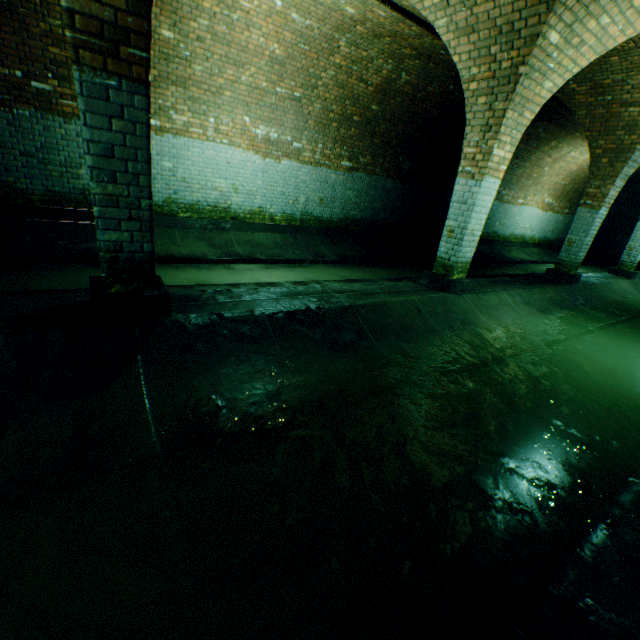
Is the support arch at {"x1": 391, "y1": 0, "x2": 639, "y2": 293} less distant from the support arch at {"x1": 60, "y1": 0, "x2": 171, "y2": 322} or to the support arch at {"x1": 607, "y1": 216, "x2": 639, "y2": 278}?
the support arch at {"x1": 60, "y1": 0, "x2": 171, "y2": 322}

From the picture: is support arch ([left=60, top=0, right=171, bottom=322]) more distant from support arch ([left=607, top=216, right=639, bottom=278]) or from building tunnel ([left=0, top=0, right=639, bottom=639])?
support arch ([left=607, top=216, right=639, bottom=278])

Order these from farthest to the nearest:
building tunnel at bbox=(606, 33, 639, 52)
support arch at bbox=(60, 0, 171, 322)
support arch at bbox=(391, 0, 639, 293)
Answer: building tunnel at bbox=(606, 33, 639, 52) → support arch at bbox=(391, 0, 639, 293) → support arch at bbox=(60, 0, 171, 322)

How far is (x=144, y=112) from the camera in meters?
2.5 m

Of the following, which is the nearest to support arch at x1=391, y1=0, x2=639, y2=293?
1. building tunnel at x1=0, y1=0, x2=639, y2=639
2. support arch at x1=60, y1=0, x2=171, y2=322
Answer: building tunnel at x1=0, y1=0, x2=639, y2=639

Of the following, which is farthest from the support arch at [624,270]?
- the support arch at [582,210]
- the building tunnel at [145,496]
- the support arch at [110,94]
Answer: the support arch at [110,94]

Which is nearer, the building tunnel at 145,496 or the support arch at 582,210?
the building tunnel at 145,496

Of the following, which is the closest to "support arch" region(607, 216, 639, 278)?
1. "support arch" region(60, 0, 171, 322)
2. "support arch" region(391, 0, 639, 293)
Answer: "support arch" region(391, 0, 639, 293)
